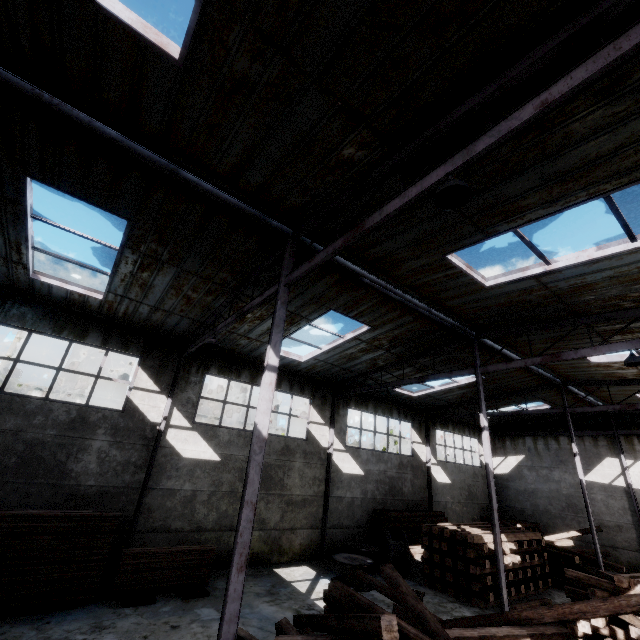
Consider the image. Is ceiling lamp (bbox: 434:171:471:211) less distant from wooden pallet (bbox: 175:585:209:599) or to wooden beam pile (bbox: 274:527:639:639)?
wooden beam pile (bbox: 274:527:639:639)

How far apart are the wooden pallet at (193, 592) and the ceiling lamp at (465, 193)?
11.68m

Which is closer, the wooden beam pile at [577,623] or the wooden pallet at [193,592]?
the wooden beam pile at [577,623]

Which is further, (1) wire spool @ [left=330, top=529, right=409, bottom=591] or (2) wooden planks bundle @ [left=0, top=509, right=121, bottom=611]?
(1) wire spool @ [left=330, top=529, right=409, bottom=591]

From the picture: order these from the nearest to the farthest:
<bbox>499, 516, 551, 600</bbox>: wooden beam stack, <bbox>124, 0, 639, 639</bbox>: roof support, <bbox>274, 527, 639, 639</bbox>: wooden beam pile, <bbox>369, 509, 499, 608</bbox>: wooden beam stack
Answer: <bbox>124, 0, 639, 639</bbox>: roof support, <bbox>274, 527, 639, 639</bbox>: wooden beam pile, <bbox>369, 509, 499, 608</bbox>: wooden beam stack, <bbox>499, 516, 551, 600</bbox>: wooden beam stack

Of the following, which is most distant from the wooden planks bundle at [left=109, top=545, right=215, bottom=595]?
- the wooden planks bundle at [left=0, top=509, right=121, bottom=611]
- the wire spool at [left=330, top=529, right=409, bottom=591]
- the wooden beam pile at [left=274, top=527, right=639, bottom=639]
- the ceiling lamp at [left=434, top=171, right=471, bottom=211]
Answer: the ceiling lamp at [left=434, top=171, right=471, bottom=211]

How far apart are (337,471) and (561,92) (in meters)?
16.24

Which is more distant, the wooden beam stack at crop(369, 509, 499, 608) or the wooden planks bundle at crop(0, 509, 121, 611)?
the wooden beam stack at crop(369, 509, 499, 608)
